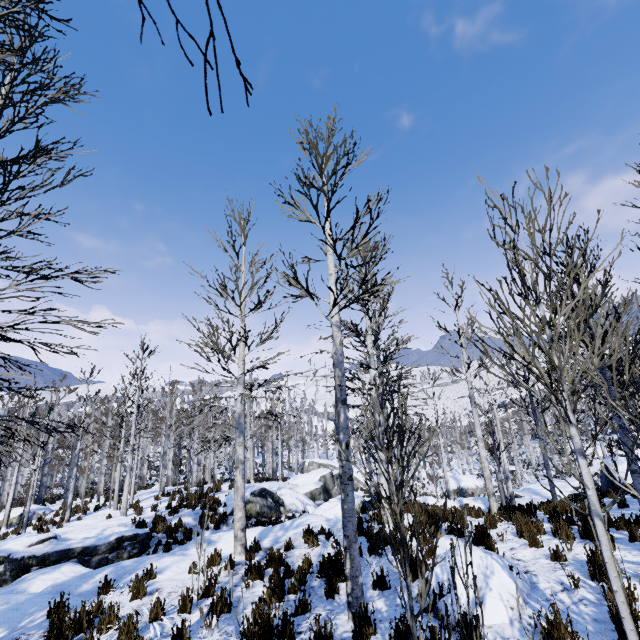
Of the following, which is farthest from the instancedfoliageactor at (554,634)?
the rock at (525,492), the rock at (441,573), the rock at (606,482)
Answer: the rock at (525,492)

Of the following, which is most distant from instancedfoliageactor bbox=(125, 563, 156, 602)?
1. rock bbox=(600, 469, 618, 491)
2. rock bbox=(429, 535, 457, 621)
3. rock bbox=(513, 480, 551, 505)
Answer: rock bbox=(513, 480, 551, 505)

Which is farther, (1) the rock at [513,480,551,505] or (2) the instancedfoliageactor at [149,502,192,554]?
(1) the rock at [513,480,551,505]

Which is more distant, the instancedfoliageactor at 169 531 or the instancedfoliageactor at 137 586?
the instancedfoliageactor at 169 531

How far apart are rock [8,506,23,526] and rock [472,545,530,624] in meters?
24.8

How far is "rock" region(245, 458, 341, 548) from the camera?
10.5 meters

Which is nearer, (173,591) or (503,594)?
(503,594)

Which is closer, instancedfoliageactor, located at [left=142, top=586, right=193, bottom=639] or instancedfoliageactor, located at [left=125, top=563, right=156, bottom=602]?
instancedfoliageactor, located at [left=142, top=586, right=193, bottom=639]
